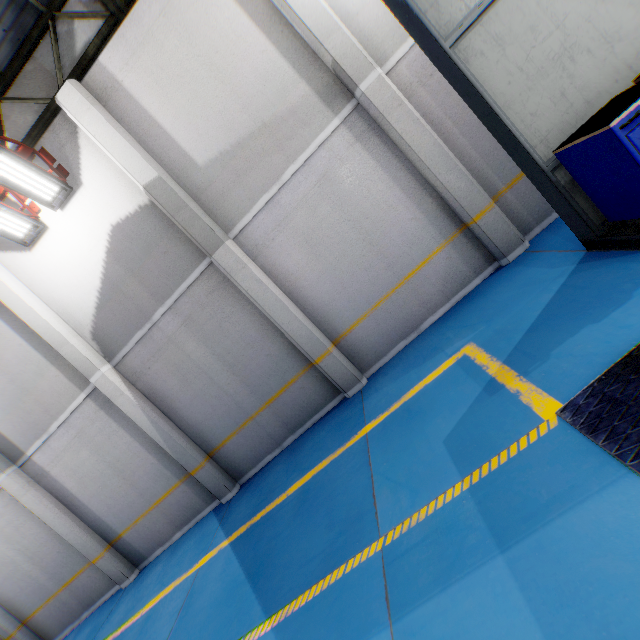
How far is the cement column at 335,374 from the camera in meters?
5.9

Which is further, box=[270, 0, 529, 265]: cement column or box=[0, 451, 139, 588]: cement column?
box=[0, 451, 139, 588]: cement column

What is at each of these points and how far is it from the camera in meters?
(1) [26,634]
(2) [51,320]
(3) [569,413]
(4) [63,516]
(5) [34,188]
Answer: (1) cement column, 8.9
(2) cement column, 6.9
(3) metal ramp, 2.6
(4) cement column, 7.9
(5) light, 6.1

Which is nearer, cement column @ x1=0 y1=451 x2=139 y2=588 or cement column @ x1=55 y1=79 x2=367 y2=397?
cement column @ x1=55 y1=79 x2=367 y2=397

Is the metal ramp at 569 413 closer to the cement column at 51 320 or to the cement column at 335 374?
the cement column at 335 374

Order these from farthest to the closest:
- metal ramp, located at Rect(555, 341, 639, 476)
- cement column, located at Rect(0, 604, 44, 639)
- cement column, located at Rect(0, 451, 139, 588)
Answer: cement column, located at Rect(0, 604, 44, 639)
cement column, located at Rect(0, 451, 139, 588)
metal ramp, located at Rect(555, 341, 639, 476)

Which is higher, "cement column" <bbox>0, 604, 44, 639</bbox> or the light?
the light

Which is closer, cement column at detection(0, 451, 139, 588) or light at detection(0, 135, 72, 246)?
light at detection(0, 135, 72, 246)
